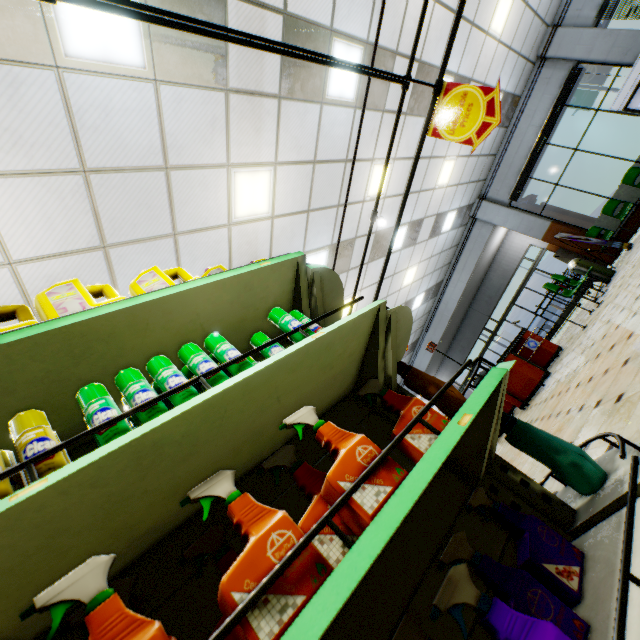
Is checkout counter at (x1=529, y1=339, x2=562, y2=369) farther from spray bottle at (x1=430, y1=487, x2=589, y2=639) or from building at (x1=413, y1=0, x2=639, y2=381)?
spray bottle at (x1=430, y1=487, x2=589, y2=639)

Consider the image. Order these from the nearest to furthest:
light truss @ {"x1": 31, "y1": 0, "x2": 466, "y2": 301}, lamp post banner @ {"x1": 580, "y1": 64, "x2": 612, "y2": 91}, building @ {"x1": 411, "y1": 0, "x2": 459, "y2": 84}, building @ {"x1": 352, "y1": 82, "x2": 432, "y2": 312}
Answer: light truss @ {"x1": 31, "y1": 0, "x2": 466, "y2": 301}
building @ {"x1": 411, "y1": 0, "x2": 459, "y2": 84}
building @ {"x1": 352, "y1": 82, "x2": 432, "y2": 312}
lamp post banner @ {"x1": 580, "y1": 64, "x2": 612, "y2": 91}

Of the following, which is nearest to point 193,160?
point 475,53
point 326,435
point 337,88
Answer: point 337,88

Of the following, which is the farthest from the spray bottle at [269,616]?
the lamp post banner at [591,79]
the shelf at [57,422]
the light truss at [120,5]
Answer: the lamp post banner at [591,79]

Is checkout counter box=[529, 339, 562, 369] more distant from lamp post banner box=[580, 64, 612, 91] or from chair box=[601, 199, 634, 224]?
lamp post banner box=[580, 64, 612, 91]

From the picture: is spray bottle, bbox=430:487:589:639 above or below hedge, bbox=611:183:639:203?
below

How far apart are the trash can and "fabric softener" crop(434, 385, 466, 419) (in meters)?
9.06

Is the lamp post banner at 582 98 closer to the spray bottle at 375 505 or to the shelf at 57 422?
the shelf at 57 422
